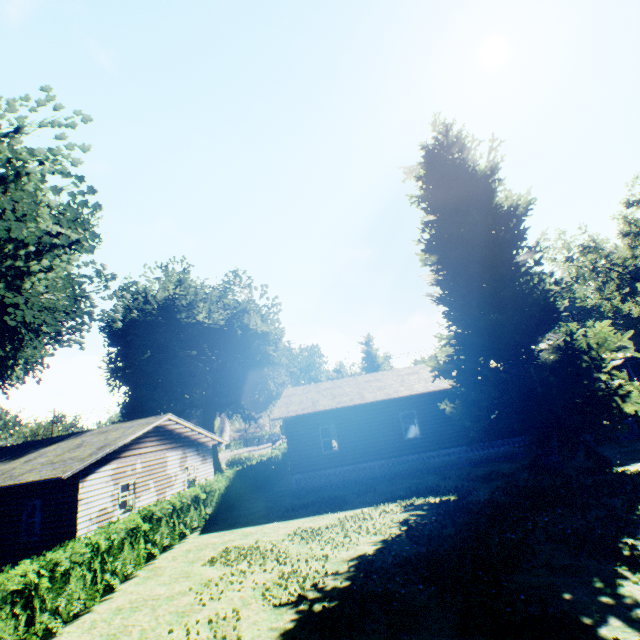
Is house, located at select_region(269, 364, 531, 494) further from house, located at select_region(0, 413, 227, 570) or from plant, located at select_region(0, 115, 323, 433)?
house, located at select_region(0, 413, 227, 570)

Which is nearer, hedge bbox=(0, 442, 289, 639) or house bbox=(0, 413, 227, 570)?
hedge bbox=(0, 442, 289, 639)

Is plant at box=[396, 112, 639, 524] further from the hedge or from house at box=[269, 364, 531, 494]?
the hedge

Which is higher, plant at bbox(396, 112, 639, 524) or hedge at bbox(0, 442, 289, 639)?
plant at bbox(396, 112, 639, 524)

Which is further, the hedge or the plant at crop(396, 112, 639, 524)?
the plant at crop(396, 112, 639, 524)

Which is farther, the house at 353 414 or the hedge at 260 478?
the house at 353 414

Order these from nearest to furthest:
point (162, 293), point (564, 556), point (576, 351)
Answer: point (564, 556) < point (576, 351) < point (162, 293)

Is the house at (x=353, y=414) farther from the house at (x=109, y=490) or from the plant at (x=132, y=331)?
the house at (x=109, y=490)
